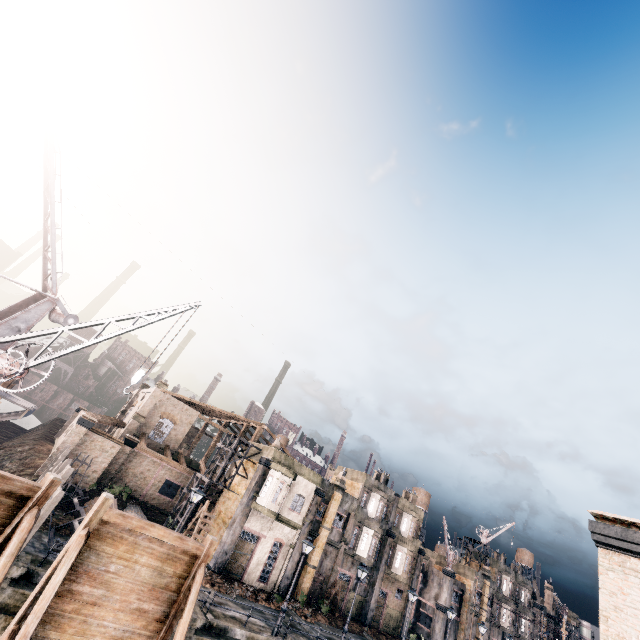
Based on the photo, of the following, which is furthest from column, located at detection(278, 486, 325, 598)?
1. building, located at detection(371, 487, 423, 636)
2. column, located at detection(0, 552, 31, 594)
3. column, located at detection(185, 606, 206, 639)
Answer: column, located at detection(0, 552, 31, 594)

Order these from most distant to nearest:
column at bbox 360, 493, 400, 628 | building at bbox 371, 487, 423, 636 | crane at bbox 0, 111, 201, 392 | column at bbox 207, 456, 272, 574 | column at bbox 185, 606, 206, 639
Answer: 1. building at bbox 371, 487, 423, 636
2. column at bbox 360, 493, 400, 628
3. column at bbox 207, 456, 272, 574
4. column at bbox 185, 606, 206, 639
5. crane at bbox 0, 111, 201, 392

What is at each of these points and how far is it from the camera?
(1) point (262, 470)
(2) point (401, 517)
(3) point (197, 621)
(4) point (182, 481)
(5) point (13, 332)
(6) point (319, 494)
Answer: (1) column, 30.8 meters
(2) building, 42.5 meters
(3) column, 17.0 meters
(4) building, 37.5 meters
(5) crane, 19.0 meters
(6) column, 33.8 meters

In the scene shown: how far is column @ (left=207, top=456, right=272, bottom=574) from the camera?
27.3 meters

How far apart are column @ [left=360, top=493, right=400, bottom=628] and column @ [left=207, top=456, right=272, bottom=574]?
19.41m

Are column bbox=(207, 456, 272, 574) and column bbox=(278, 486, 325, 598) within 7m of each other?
yes

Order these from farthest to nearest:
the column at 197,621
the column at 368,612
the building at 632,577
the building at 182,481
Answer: the column at 368,612 < the building at 182,481 < the column at 197,621 < the building at 632,577

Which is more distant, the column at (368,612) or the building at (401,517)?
the building at (401,517)
